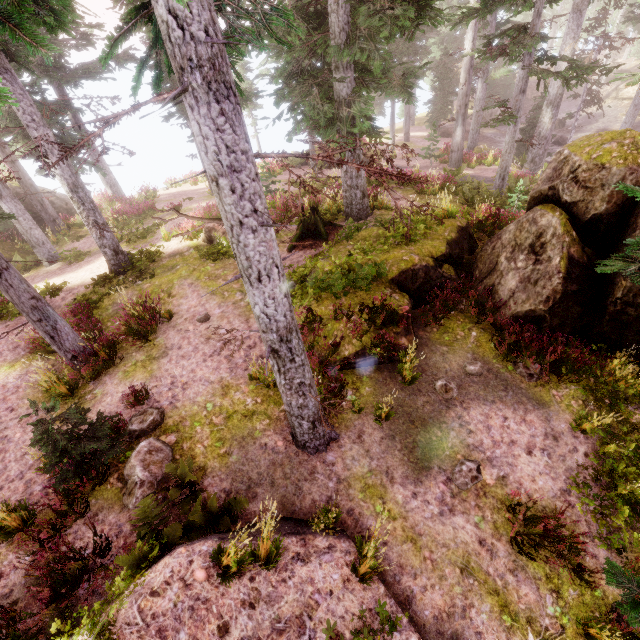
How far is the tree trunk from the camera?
13.0 meters

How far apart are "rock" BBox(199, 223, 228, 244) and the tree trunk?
1.6 meters

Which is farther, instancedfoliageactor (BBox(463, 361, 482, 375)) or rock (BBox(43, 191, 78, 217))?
rock (BBox(43, 191, 78, 217))

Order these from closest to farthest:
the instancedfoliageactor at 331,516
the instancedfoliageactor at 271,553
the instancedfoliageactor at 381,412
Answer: the instancedfoliageactor at 271,553 < the instancedfoliageactor at 331,516 < the instancedfoliageactor at 381,412

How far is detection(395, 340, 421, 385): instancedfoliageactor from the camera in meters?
7.9 m

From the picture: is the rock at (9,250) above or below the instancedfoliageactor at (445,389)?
above

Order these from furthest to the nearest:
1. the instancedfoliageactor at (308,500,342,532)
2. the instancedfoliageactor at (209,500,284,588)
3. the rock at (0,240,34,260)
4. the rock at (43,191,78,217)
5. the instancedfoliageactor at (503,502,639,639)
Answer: the rock at (43,191,78,217) → the rock at (0,240,34,260) → the instancedfoliageactor at (308,500,342,532) → the instancedfoliageactor at (209,500,284,588) → the instancedfoliageactor at (503,502,639,639)

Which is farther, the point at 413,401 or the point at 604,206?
the point at 413,401
